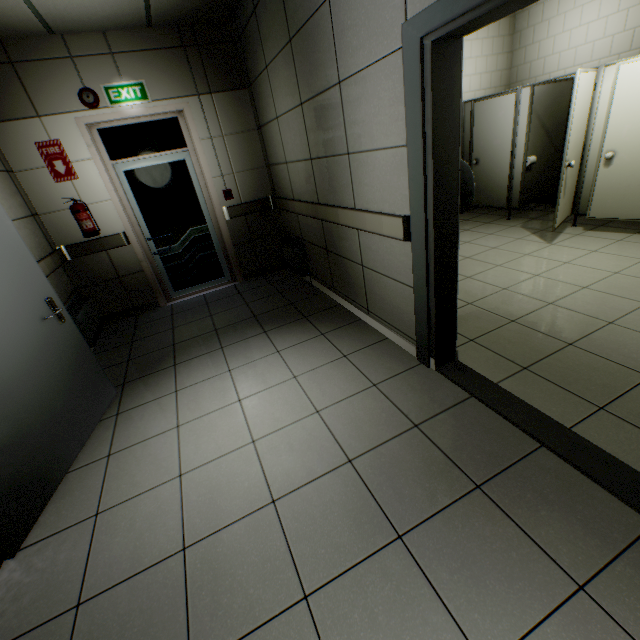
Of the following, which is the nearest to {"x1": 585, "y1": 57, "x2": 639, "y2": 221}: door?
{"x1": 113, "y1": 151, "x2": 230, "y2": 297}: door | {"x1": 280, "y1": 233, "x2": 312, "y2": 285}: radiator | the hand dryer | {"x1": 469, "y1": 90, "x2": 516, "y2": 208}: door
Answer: {"x1": 469, "y1": 90, "x2": 516, "y2": 208}: door

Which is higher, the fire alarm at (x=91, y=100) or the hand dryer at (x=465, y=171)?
the fire alarm at (x=91, y=100)

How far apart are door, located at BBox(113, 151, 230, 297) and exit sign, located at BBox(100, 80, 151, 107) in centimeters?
56cm

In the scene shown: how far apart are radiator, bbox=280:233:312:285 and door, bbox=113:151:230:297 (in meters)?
0.97

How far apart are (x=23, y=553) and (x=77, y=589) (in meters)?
0.52

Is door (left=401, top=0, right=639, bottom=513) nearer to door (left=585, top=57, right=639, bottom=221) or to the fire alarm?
door (left=585, top=57, right=639, bottom=221)

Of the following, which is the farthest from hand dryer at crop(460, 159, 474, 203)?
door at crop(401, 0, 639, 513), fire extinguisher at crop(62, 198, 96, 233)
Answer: fire extinguisher at crop(62, 198, 96, 233)

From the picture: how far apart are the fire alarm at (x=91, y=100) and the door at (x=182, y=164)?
0.66m
